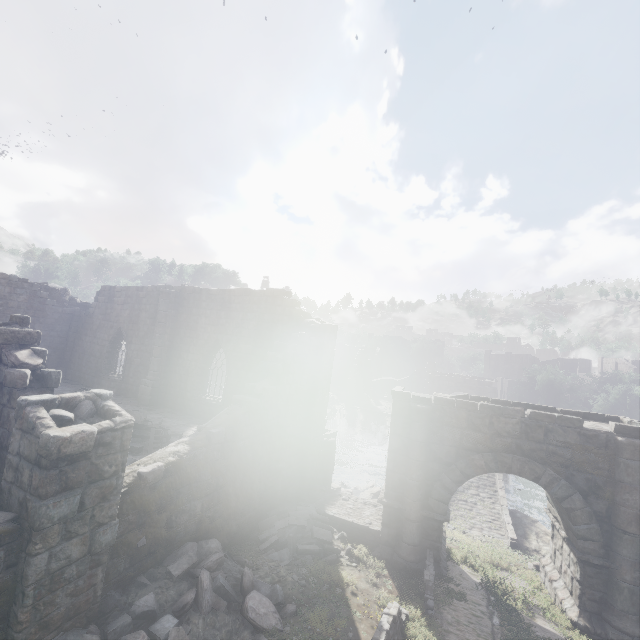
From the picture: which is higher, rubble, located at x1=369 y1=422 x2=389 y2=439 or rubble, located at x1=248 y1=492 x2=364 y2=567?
rubble, located at x1=248 y1=492 x2=364 y2=567

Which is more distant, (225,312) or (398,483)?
(225,312)

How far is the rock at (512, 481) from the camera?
26.75m

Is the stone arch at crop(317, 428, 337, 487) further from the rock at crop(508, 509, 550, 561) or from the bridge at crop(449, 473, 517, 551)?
the bridge at crop(449, 473, 517, 551)

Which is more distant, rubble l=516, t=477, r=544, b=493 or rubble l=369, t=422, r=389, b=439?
rubble l=369, t=422, r=389, b=439

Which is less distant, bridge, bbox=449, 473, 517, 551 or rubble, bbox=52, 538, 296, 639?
rubble, bbox=52, 538, 296, 639

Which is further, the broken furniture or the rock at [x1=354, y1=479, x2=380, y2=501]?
the rock at [x1=354, y1=479, x2=380, y2=501]

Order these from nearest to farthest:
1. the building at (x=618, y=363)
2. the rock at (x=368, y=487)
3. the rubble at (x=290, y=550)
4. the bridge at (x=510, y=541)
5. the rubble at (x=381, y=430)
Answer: the rubble at (x=290, y=550)
the bridge at (x=510, y=541)
the rock at (x=368, y=487)
the rubble at (x=381, y=430)
the building at (x=618, y=363)
